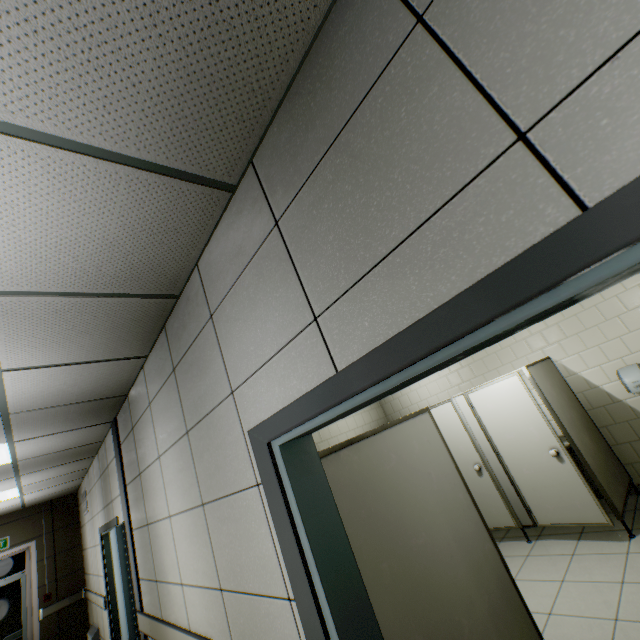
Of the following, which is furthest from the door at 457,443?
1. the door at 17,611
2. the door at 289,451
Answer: the door at 17,611

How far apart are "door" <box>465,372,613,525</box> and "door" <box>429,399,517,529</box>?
0.3m

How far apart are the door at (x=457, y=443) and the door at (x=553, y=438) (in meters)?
0.28

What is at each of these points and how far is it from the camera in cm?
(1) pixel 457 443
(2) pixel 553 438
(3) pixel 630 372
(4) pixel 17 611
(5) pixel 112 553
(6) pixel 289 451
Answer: (1) door, 475
(2) door, 376
(3) hand dryer, 409
(4) door, 677
(5) door, 409
(6) door, 147

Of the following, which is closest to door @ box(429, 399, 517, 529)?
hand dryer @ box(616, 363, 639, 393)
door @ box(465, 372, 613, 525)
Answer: door @ box(465, 372, 613, 525)

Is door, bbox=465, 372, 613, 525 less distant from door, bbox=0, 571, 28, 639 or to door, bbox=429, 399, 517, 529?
door, bbox=429, 399, 517, 529

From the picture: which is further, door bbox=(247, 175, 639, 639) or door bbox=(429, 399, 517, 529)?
door bbox=(429, 399, 517, 529)

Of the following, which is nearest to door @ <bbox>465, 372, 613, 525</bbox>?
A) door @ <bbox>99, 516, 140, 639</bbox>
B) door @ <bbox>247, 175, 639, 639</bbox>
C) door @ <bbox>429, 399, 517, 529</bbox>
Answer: door @ <bbox>429, 399, 517, 529</bbox>
